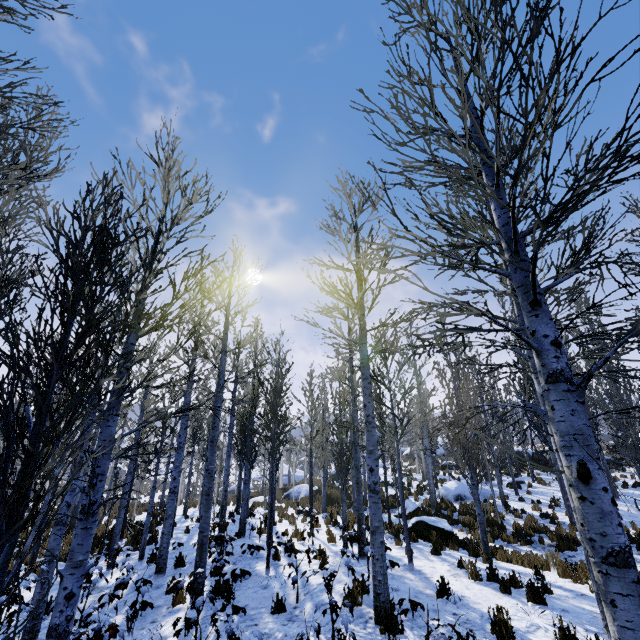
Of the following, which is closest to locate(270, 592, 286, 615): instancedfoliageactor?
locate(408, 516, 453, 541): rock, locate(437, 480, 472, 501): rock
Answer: locate(437, 480, 472, 501): rock

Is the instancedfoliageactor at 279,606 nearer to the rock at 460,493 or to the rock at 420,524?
the rock at 460,493

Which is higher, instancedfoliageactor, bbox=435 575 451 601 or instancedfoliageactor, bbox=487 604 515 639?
instancedfoliageactor, bbox=487 604 515 639

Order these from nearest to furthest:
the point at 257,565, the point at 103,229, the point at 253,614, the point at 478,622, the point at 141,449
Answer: the point at 103,229, the point at 478,622, the point at 253,614, the point at 257,565, the point at 141,449

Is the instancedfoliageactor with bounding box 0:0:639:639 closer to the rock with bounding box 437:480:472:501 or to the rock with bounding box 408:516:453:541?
the rock with bounding box 437:480:472:501

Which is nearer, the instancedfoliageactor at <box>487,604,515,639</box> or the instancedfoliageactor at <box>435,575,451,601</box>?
the instancedfoliageactor at <box>487,604,515,639</box>
